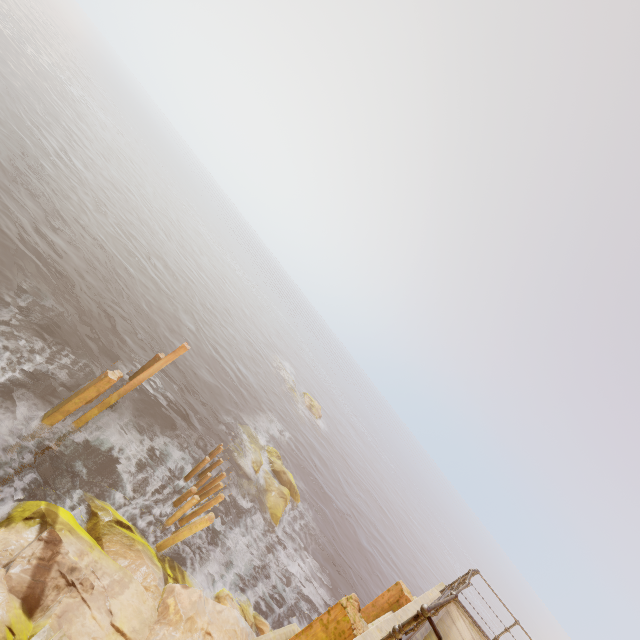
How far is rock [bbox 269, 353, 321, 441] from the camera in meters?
41.6

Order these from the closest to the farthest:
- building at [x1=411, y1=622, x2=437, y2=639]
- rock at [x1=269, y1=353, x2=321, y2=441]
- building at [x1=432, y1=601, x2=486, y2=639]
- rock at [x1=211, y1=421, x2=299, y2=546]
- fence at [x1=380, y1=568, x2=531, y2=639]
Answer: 1. fence at [x1=380, y1=568, x2=531, y2=639]
2. building at [x1=411, y1=622, x2=437, y2=639]
3. building at [x1=432, y1=601, x2=486, y2=639]
4. rock at [x1=211, y1=421, x2=299, y2=546]
5. rock at [x1=269, y1=353, x2=321, y2=441]

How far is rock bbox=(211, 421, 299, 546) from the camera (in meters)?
18.69

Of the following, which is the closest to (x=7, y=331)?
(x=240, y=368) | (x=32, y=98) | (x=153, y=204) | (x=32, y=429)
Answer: (x=32, y=429)

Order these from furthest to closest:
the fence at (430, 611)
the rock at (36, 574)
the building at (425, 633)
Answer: the rock at (36, 574) → the building at (425, 633) → the fence at (430, 611)

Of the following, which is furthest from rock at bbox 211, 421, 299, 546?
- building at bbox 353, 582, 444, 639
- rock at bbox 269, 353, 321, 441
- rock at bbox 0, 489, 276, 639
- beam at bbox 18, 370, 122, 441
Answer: rock at bbox 269, 353, 321, 441

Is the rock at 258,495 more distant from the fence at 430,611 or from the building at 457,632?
the fence at 430,611

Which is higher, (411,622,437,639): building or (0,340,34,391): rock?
(411,622,437,639): building
